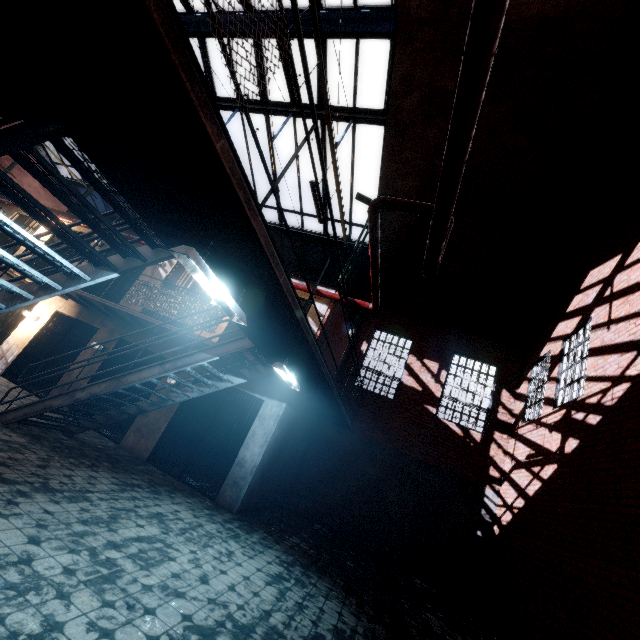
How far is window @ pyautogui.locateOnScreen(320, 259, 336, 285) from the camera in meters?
13.3 m

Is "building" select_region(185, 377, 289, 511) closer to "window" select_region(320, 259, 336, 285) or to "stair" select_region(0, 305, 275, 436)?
"stair" select_region(0, 305, 275, 436)

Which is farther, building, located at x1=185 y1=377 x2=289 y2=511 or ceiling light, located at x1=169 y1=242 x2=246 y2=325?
building, located at x1=185 y1=377 x2=289 y2=511

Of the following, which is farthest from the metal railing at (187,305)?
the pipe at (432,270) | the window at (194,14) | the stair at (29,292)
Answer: the window at (194,14)

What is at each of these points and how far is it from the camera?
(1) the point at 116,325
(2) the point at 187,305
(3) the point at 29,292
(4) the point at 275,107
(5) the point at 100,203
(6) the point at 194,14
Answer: (1) building, 9.80m
(2) metal railing, 7.87m
(3) stair, 3.44m
(4) window, 9.94m
(5) window, 17.50m
(6) window, 9.23m

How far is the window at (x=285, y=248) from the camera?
12.74m
